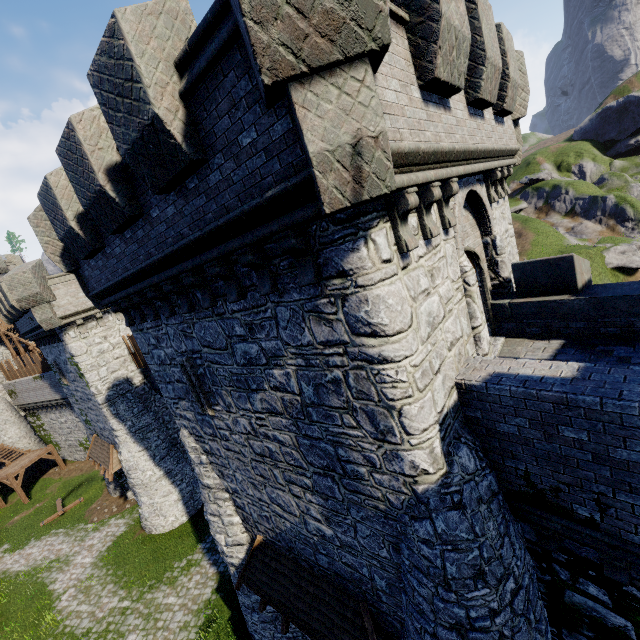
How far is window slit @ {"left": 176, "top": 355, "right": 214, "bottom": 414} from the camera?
8.77m

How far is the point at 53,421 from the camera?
33.06m

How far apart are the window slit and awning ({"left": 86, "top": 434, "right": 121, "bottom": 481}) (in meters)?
15.46

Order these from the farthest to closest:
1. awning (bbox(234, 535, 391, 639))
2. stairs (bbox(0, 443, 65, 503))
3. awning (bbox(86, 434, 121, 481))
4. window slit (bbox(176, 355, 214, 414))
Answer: stairs (bbox(0, 443, 65, 503)) < awning (bbox(86, 434, 121, 481)) < window slit (bbox(176, 355, 214, 414)) < awning (bbox(234, 535, 391, 639))

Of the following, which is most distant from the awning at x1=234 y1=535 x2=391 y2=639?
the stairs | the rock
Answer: the rock

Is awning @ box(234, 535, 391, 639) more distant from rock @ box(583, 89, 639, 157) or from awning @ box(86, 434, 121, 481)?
rock @ box(583, 89, 639, 157)

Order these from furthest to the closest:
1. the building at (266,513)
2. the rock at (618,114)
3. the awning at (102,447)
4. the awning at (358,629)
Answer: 1. the rock at (618,114)
2. the awning at (102,447)
3. the awning at (358,629)
4. the building at (266,513)

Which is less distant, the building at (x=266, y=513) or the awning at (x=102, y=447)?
the building at (x=266, y=513)
